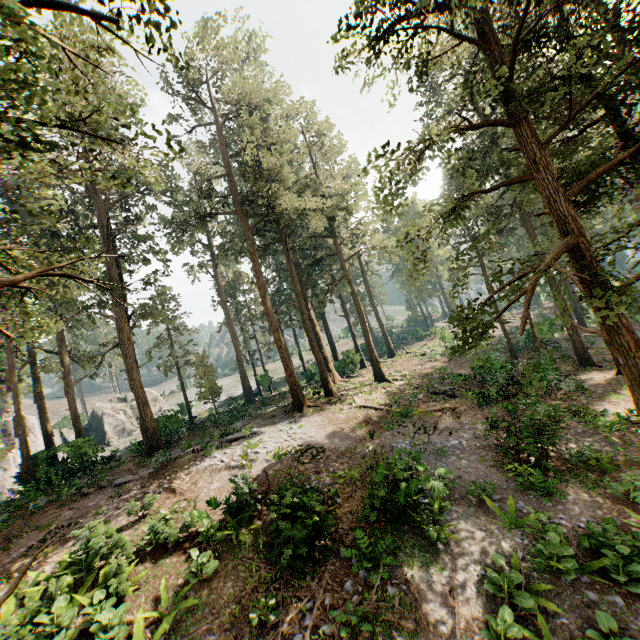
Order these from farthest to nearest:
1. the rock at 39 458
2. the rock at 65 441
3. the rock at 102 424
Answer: the rock at 102 424
the rock at 39 458
the rock at 65 441

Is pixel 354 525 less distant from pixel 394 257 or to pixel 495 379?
pixel 495 379

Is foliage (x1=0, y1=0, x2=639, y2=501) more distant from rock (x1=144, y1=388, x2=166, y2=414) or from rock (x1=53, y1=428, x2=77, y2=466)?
rock (x1=144, y1=388, x2=166, y2=414)

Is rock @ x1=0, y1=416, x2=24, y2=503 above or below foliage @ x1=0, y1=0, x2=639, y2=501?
below

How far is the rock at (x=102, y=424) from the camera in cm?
4209

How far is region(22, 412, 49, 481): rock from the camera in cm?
2380

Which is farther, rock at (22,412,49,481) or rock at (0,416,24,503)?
rock at (22,412,49,481)

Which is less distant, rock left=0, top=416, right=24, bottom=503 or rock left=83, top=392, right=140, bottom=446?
rock left=0, top=416, right=24, bottom=503
